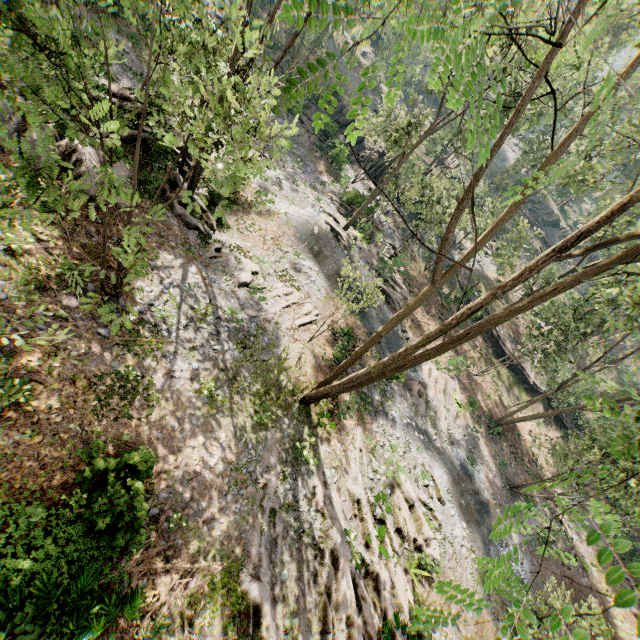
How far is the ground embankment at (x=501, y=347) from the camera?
34.7m

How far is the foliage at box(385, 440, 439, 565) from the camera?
15.5 meters

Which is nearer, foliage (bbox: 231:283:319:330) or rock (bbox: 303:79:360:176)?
foliage (bbox: 231:283:319:330)

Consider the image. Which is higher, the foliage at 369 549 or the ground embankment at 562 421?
the foliage at 369 549

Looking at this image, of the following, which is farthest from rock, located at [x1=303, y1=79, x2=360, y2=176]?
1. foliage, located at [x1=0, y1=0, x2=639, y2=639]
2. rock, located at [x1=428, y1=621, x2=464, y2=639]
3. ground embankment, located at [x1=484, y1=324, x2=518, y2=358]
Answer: rock, located at [x1=428, y1=621, x2=464, y2=639]

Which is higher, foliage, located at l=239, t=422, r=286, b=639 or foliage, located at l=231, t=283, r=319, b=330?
foliage, located at l=239, t=422, r=286, b=639

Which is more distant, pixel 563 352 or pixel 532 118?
pixel 563 352
